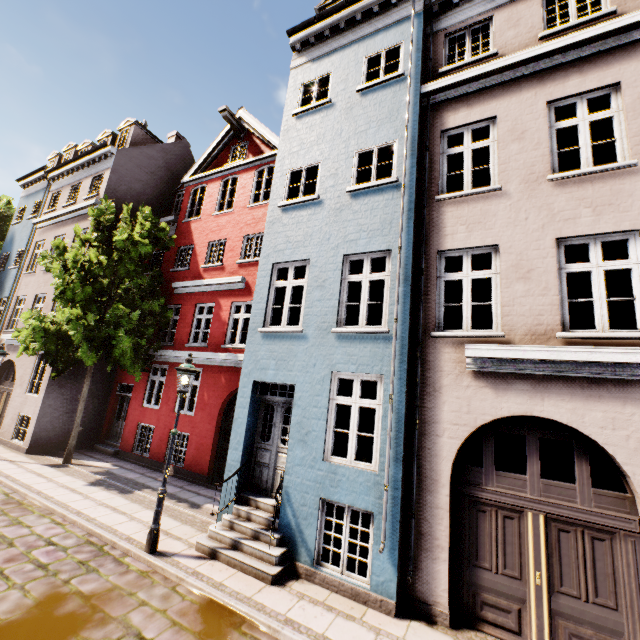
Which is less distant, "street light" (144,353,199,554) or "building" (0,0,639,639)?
"building" (0,0,639,639)

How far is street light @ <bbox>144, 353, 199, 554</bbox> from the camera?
6.2m

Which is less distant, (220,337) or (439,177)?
(439,177)

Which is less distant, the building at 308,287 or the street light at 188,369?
the building at 308,287

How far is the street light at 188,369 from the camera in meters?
6.2 m
